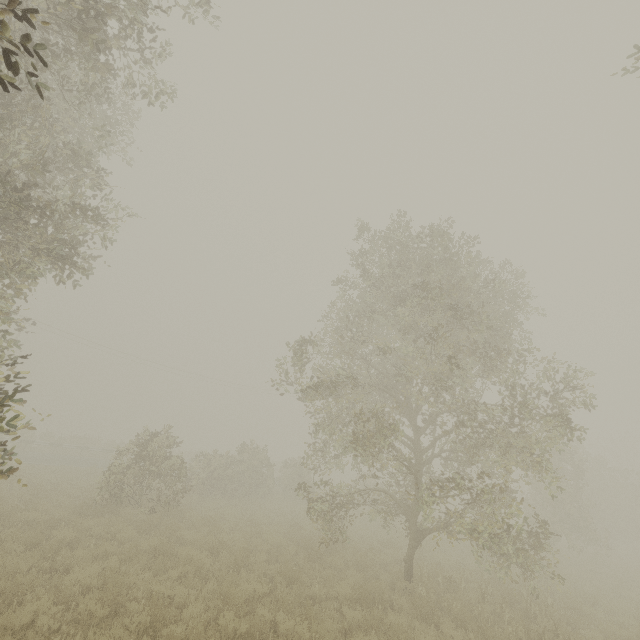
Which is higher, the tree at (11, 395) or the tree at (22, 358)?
the tree at (22, 358)

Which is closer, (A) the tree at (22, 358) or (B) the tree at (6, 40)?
(A) the tree at (22, 358)

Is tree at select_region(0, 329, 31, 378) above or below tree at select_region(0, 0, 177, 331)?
below

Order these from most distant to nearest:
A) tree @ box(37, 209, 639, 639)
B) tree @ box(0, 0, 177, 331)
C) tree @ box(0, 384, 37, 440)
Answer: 1. tree @ box(37, 209, 639, 639)
2. tree @ box(0, 0, 177, 331)
3. tree @ box(0, 384, 37, 440)

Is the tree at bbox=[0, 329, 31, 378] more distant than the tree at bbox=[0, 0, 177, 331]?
No

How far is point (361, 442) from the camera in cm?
1112
